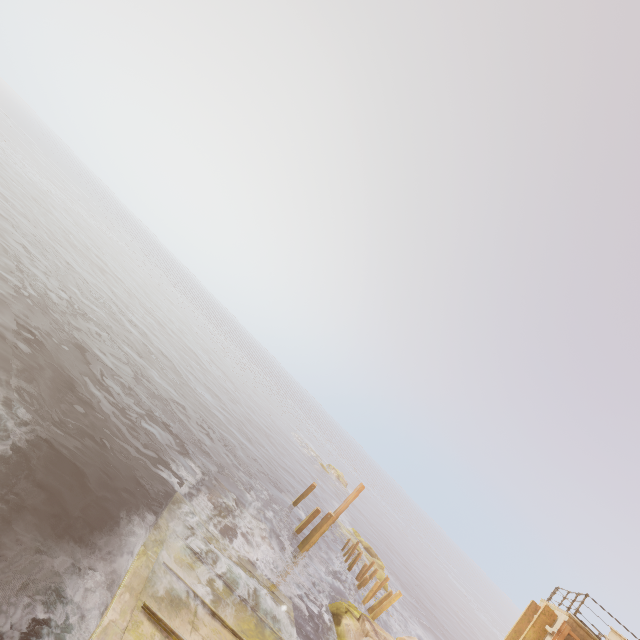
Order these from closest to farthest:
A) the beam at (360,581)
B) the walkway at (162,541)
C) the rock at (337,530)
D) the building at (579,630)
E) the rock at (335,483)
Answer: the walkway at (162,541) < the building at (579,630) < the beam at (360,581) < the rock at (337,530) < the rock at (335,483)

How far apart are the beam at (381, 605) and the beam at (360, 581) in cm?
235

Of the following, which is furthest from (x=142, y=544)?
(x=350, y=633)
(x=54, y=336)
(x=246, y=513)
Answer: (x=54, y=336)

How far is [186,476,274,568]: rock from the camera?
14.6m

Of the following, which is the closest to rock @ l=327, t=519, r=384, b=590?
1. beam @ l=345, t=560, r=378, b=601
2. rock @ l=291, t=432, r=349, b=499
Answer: beam @ l=345, t=560, r=378, b=601

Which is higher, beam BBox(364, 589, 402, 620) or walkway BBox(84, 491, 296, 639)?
beam BBox(364, 589, 402, 620)

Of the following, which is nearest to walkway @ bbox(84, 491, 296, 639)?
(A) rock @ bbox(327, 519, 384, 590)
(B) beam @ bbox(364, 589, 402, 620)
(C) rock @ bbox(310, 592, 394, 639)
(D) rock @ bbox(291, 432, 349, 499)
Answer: (C) rock @ bbox(310, 592, 394, 639)

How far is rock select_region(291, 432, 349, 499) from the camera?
48.3 meters
